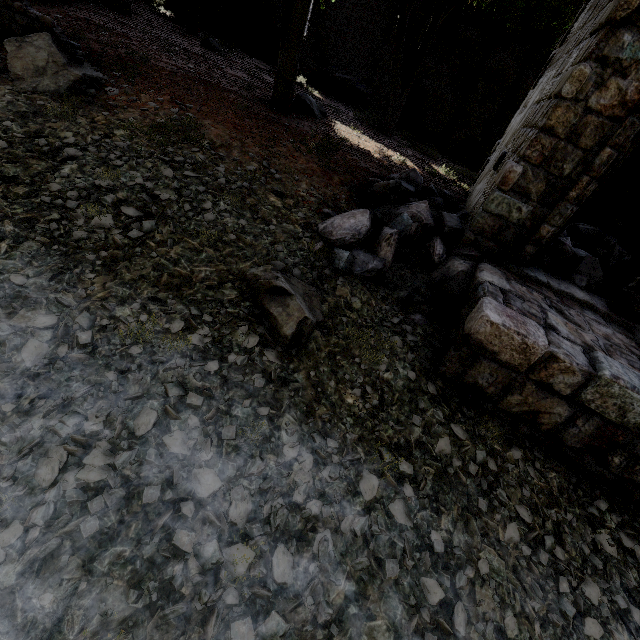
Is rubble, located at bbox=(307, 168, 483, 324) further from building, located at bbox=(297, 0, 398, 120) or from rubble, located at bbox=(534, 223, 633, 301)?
rubble, located at bbox=(534, 223, 633, 301)

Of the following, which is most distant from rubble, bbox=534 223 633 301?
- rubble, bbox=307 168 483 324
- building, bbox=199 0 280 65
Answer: rubble, bbox=307 168 483 324

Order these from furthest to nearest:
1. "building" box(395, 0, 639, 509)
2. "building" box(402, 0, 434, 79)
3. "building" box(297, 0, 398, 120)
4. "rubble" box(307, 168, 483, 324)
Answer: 1. "building" box(297, 0, 398, 120)
2. "building" box(402, 0, 434, 79)
3. "rubble" box(307, 168, 483, 324)
4. "building" box(395, 0, 639, 509)

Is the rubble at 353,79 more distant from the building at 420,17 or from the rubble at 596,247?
the rubble at 596,247

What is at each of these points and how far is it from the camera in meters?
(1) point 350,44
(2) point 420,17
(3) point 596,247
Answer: (1) building, 16.1 m
(2) building, 14.5 m
(3) rubble, 7.0 m

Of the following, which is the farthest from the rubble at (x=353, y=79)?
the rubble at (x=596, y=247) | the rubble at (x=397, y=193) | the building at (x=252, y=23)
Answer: the rubble at (x=596, y=247)

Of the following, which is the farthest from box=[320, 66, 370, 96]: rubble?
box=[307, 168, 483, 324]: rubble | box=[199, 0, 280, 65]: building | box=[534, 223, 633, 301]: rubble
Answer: box=[534, 223, 633, 301]: rubble
